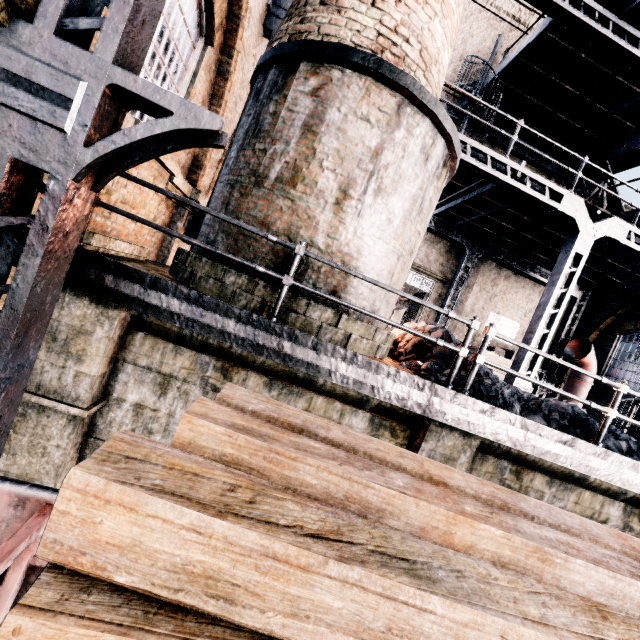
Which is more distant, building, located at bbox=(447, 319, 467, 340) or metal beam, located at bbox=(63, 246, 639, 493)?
building, located at bbox=(447, 319, 467, 340)

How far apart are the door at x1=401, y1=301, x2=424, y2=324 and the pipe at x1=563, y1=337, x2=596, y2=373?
6.4 meters

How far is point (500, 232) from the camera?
14.5 meters

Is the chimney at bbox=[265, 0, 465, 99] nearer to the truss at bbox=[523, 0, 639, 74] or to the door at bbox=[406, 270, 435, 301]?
the truss at bbox=[523, 0, 639, 74]

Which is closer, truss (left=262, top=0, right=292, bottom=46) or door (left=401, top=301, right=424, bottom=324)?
truss (left=262, top=0, right=292, bottom=46)

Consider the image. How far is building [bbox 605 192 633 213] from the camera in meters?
14.5 m

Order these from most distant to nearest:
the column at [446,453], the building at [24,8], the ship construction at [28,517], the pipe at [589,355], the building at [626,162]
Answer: the pipe at [589,355]
the building at [626,162]
the column at [446,453]
the building at [24,8]
the ship construction at [28,517]

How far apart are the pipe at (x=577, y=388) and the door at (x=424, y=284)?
6.4m
